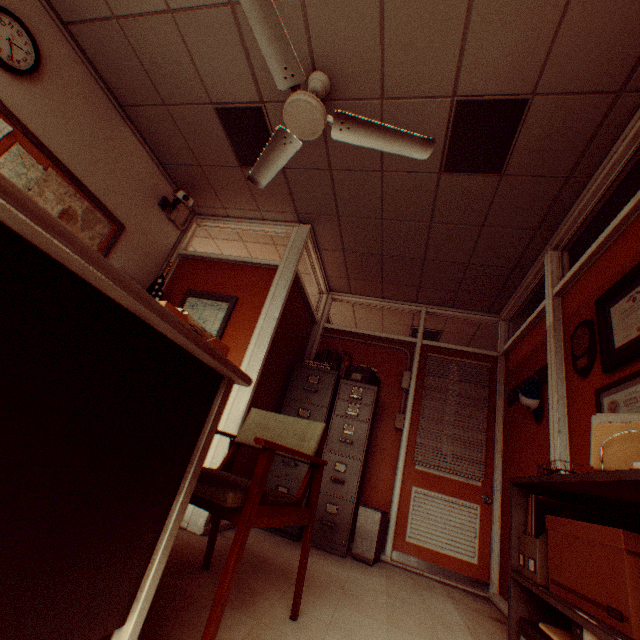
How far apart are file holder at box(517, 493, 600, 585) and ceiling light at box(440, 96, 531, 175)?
2.6m

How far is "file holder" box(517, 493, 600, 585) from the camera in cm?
168

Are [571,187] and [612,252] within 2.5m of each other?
yes

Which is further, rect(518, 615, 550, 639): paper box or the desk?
rect(518, 615, 550, 639): paper box

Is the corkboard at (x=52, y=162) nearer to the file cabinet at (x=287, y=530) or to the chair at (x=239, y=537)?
the chair at (x=239, y=537)

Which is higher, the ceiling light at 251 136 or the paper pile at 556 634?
the ceiling light at 251 136

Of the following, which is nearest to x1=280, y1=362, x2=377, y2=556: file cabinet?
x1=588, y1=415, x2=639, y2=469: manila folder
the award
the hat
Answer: the hat

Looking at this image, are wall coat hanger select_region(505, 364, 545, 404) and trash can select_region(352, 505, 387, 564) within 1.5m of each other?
no
